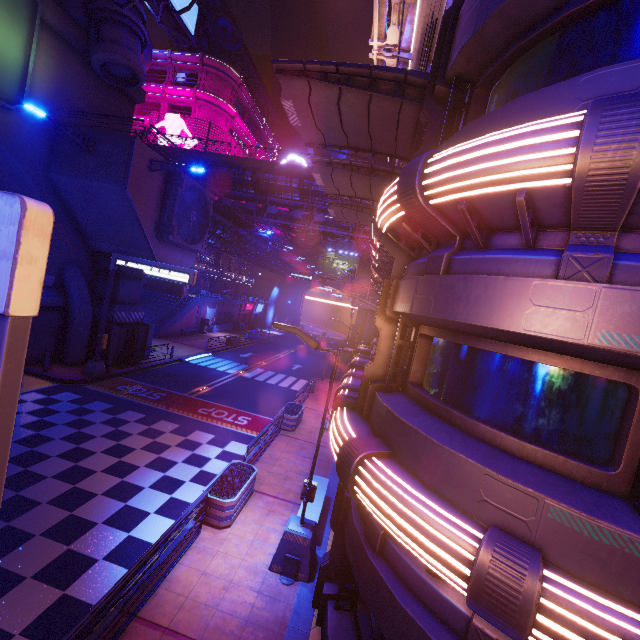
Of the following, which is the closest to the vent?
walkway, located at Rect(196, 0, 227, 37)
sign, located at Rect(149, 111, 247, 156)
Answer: walkway, located at Rect(196, 0, 227, 37)

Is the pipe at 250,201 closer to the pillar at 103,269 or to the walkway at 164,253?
the walkway at 164,253

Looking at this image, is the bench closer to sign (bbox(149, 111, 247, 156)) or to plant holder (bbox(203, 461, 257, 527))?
plant holder (bbox(203, 461, 257, 527))

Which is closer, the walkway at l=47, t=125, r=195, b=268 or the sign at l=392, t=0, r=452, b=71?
the sign at l=392, t=0, r=452, b=71

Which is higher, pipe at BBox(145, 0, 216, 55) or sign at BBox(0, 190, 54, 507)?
pipe at BBox(145, 0, 216, 55)

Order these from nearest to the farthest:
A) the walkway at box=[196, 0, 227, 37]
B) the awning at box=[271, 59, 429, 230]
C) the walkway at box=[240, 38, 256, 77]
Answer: the awning at box=[271, 59, 429, 230], the walkway at box=[196, 0, 227, 37], the walkway at box=[240, 38, 256, 77]

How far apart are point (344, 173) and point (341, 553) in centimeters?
1352cm

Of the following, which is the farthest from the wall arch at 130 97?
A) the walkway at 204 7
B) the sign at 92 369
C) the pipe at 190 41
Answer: the pipe at 190 41
